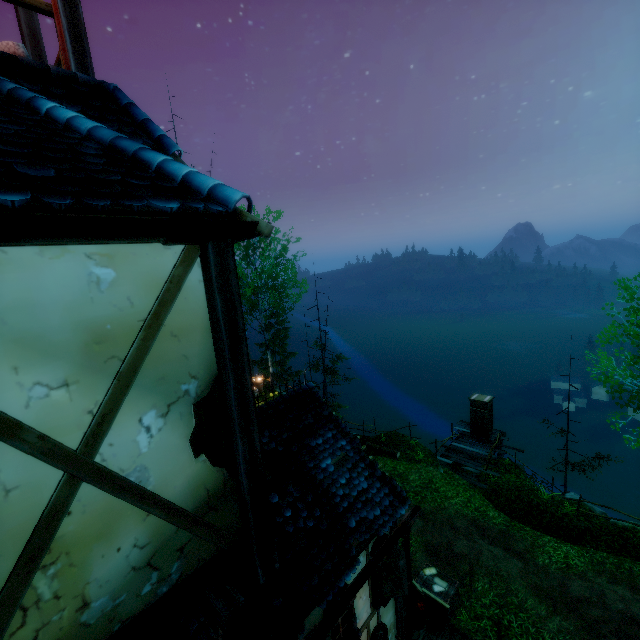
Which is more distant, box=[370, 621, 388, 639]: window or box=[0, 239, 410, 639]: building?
box=[370, 621, 388, 639]: window

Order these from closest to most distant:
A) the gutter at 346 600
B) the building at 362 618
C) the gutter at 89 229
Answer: the gutter at 89 229
the gutter at 346 600
the building at 362 618

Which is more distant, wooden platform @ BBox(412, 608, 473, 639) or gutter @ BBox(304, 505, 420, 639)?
wooden platform @ BBox(412, 608, 473, 639)

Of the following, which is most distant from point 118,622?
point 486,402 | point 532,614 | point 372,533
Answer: point 486,402

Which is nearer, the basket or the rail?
the rail

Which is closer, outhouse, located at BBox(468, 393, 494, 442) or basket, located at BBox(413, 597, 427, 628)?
basket, located at BBox(413, 597, 427, 628)

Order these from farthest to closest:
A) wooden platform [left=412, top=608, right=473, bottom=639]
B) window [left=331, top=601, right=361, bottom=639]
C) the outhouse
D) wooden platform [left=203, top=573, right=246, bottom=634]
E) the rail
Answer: the outhouse → wooden platform [left=412, top=608, right=473, bottom=639] → window [left=331, top=601, right=361, bottom=639] → the rail → wooden platform [left=203, top=573, right=246, bottom=634]

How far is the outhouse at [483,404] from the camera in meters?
19.6 m
